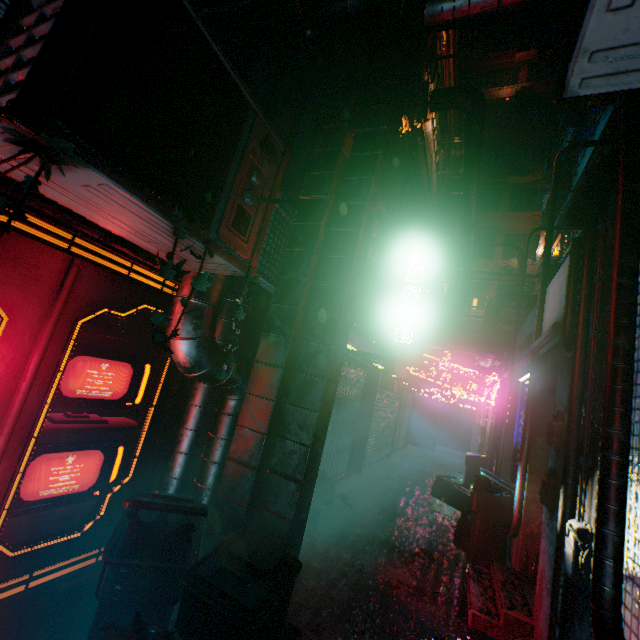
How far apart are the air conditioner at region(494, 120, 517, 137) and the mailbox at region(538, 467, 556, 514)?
22.39m

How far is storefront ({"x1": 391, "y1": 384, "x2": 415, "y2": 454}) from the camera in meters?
11.8 m

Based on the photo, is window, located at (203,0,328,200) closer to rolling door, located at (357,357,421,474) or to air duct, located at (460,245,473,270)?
air duct, located at (460,245,473,270)

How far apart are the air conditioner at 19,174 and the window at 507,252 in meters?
18.8 m

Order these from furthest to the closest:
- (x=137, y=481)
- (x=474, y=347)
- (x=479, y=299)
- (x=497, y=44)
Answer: (x=497, y=44) < (x=479, y=299) < (x=474, y=347) < (x=137, y=481)

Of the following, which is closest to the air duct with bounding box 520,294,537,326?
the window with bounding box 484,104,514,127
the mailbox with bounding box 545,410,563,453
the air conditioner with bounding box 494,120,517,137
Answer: the mailbox with bounding box 545,410,563,453

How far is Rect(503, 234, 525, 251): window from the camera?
17.6m

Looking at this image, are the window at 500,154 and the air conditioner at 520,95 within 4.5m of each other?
yes
